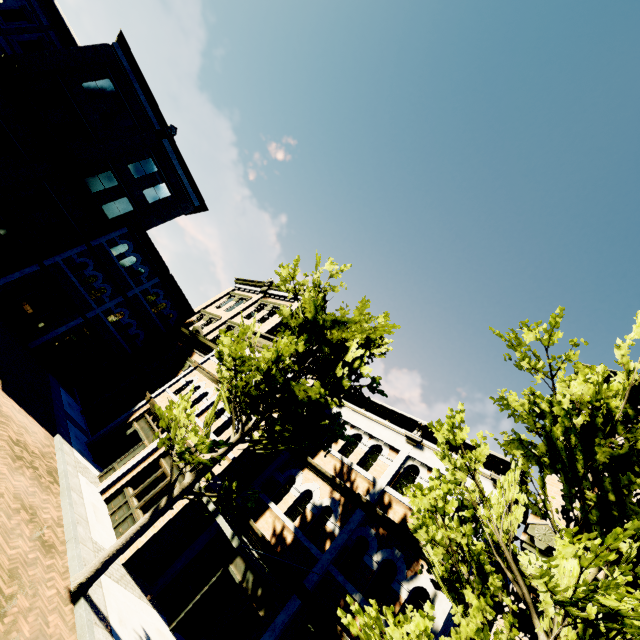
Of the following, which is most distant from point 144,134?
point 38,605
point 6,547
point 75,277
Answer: point 38,605

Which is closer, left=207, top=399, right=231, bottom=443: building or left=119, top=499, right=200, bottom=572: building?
left=119, top=499, right=200, bottom=572: building

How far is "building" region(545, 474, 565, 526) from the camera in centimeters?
875cm

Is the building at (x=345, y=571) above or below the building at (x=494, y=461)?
below

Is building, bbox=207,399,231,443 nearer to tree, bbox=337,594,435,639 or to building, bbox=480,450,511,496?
building, bbox=480,450,511,496

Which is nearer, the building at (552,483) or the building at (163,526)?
the building at (552,483)

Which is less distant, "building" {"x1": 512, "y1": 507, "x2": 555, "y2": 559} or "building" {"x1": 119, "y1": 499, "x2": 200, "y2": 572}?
"building" {"x1": 512, "y1": 507, "x2": 555, "y2": 559}
